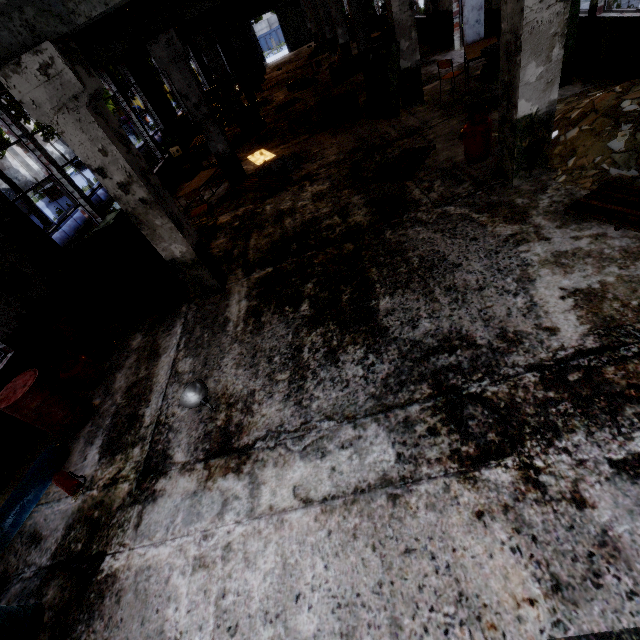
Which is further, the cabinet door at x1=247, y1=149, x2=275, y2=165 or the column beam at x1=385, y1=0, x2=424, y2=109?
the cabinet door at x1=247, y1=149, x2=275, y2=165

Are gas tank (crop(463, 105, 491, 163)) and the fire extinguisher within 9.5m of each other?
yes

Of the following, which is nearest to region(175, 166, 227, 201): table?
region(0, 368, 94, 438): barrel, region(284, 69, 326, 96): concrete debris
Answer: region(0, 368, 94, 438): barrel

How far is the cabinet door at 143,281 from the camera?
5.8m

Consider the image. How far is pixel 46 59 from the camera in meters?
3.7

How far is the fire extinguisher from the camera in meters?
4.1 m

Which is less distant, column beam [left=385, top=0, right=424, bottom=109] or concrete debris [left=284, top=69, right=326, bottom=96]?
column beam [left=385, top=0, right=424, bottom=109]

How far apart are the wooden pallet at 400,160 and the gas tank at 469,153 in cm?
83
